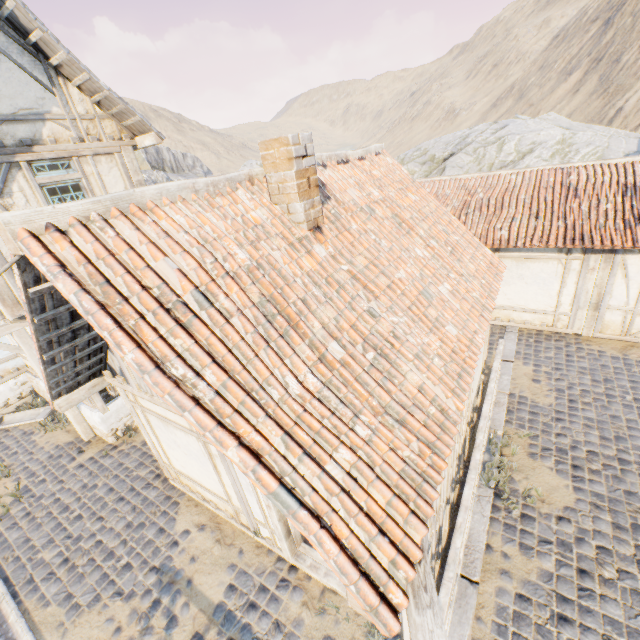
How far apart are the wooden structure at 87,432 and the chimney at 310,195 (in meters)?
6.83

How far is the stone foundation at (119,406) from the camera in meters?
8.5

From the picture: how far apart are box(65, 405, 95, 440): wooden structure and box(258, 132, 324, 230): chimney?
6.8 meters

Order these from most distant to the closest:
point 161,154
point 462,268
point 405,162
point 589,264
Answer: point 161,154, point 405,162, point 589,264, point 462,268

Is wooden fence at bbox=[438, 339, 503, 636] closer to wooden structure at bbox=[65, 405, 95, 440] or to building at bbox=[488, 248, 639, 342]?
wooden structure at bbox=[65, 405, 95, 440]

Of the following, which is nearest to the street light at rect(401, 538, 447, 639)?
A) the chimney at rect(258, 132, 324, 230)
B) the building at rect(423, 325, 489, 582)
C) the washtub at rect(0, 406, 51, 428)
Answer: the building at rect(423, 325, 489, 582)

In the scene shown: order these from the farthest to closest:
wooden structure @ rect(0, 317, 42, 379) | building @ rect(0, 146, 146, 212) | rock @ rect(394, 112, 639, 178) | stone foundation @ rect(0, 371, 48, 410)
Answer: rock @ rect(394, 112, 639, 178), stone foundation @ rect(0, 371, 48, 410), wooden structure @ rect(0, 317, 42, 379), building @ rect(0, 146, 146, 212)

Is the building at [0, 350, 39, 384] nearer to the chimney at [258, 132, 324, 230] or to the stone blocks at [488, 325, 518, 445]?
the stone blocks at [488, 325, 518, 445]
